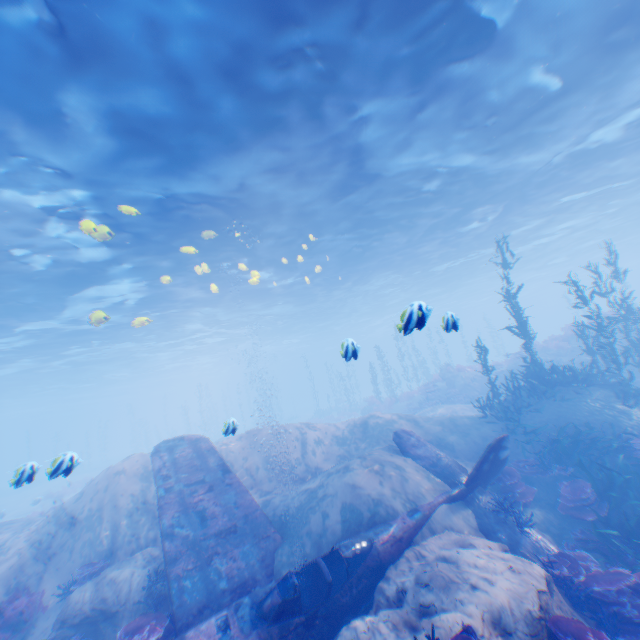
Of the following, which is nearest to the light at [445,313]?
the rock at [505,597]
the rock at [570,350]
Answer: the rock at [505,597]

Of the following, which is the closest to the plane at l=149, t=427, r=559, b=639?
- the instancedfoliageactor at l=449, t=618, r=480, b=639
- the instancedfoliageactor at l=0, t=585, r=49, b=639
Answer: the instancedfoliageactor at l=0, t=585, r=49, b=639

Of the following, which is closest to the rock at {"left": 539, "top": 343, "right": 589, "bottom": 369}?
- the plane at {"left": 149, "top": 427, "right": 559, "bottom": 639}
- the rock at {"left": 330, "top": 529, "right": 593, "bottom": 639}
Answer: the rock at {"left": 330, "top": 529, "right": 593, "bottom": 639}

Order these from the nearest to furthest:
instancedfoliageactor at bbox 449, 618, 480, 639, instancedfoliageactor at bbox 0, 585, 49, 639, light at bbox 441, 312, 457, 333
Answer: instancedfoliageactor at bbox 449, 618, 480, 639, light at bbox 441, 312, 457, 333, instancedfoliageactor at bbox 0, 585, 49, 639

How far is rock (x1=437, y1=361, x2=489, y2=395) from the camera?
23.0 meters

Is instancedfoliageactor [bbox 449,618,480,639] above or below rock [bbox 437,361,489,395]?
below

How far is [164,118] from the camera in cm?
911

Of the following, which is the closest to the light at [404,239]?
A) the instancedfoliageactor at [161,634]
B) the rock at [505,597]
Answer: the rock at [505,597]
